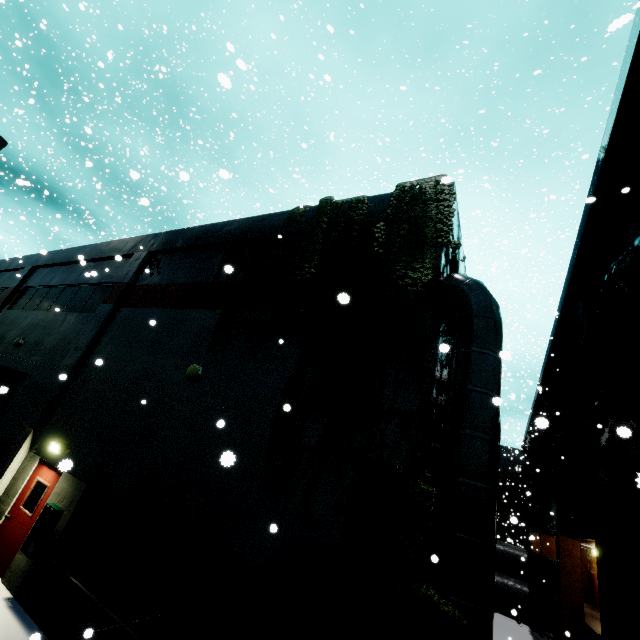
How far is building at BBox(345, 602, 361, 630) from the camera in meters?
4.1

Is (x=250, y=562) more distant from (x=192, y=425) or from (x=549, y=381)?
(x=549, y=381)

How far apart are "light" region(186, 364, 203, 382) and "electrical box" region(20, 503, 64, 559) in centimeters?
419cm

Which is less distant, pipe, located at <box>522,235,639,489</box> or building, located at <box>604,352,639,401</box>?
pipe, located at <box>522,235,639,489</box>

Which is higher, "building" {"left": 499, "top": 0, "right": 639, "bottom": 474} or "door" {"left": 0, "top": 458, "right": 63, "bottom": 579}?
"building" {"left": 499, "top": 0, "right": 639, "bottom": 474}

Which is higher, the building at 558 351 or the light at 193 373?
the building at 558 351

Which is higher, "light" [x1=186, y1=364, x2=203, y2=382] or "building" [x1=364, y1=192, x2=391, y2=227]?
"building" [x1=364, y1=192, x2=391, y2=227]
